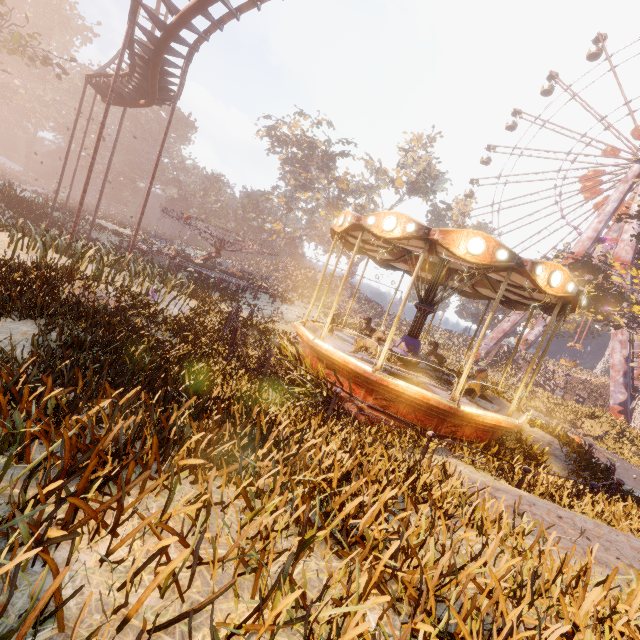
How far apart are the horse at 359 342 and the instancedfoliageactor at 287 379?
1.1 meters

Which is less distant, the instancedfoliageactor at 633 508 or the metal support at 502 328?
the instancedfoliageactor at 633 508

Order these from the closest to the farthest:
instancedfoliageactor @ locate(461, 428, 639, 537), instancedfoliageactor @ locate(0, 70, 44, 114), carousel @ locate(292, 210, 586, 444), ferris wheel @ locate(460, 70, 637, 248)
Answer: instancedfoliageactor @ locate(461, 428, 639, 537), carousel @ locate(292, 210, 586, 444), ferris wheel @ locate(460, 70, 637, 248), instancedfoliageactor @ locate(0, 70, 44, 114)

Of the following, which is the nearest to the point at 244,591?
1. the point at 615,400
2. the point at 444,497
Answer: the point at 444,497

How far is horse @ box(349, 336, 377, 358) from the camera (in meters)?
8.78

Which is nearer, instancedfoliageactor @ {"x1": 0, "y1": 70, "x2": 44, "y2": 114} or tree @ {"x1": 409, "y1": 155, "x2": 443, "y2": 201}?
instancedfoliageactor @ {"x1": 0, "y1": 70, "x2": 44, "y2": 114}

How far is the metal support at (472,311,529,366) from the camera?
38.53m

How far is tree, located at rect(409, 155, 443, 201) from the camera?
55.0 meters
